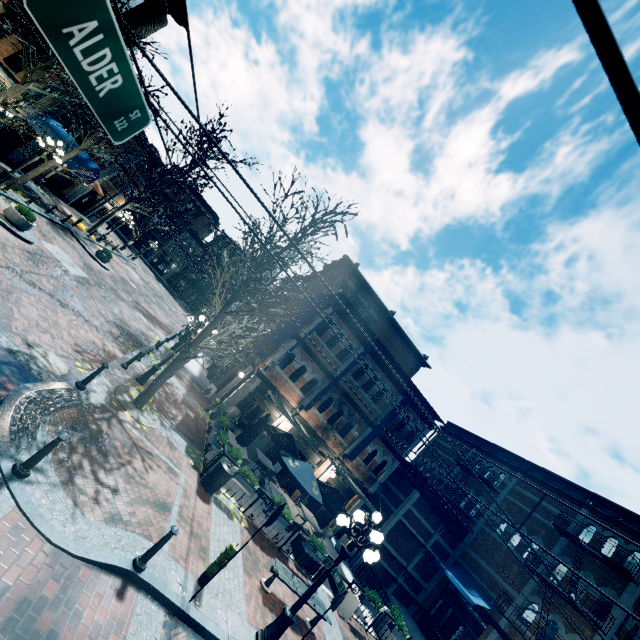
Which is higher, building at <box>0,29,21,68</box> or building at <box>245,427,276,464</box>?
building at <box>0,29,21,68</box>

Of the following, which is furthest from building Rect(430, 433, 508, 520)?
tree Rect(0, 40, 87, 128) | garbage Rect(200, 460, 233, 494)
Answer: garbage Rect(200, 460, 233, 494)

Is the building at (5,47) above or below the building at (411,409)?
below

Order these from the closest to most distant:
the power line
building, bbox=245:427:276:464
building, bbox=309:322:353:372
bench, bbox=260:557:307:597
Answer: the power line, bench, bbox=260:557:307:597, building, bbox=245:427:276:464, building, bbox=309:322:353:372

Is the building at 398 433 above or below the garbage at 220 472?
above

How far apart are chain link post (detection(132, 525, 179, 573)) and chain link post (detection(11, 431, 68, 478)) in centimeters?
232cm

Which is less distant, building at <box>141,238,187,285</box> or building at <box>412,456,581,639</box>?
building at <box>412,456,581,639</box>

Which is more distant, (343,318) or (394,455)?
(394,455)
